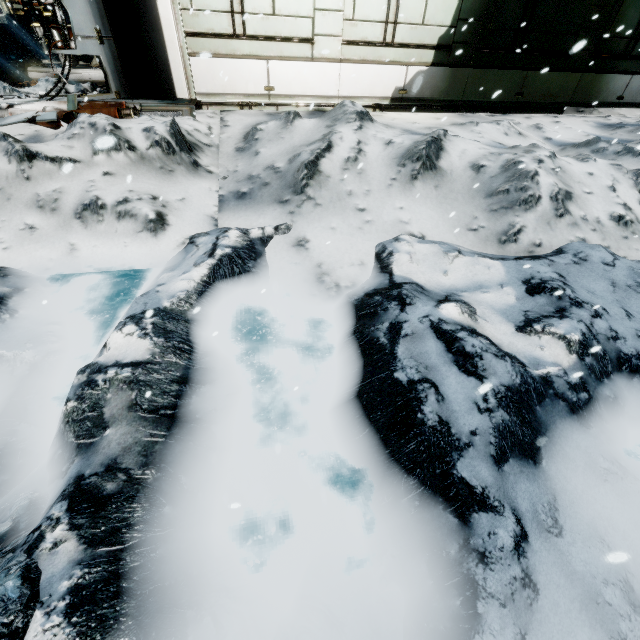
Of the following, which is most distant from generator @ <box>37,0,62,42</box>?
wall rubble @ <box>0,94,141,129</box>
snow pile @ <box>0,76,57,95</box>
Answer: wall rubble @ <box>0,94,141,129</box>

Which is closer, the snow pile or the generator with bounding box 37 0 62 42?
the snow pile

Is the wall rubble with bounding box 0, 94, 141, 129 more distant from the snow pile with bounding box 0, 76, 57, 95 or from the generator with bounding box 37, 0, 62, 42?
the generator with bounding box 37, 0, 62, 42

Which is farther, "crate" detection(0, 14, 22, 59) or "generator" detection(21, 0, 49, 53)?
"crate" detection(0, 14, 22, 59)

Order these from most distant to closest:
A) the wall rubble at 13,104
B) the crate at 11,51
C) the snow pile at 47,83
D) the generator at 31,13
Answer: the crate at 11,51, the generator at 31,13, the snow pile at 47,83, the wall rubble at 13,104

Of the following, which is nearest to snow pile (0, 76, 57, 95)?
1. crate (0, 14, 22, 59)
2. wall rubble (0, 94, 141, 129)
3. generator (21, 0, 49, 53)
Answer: wall rubble (0, 94, 141, 129)

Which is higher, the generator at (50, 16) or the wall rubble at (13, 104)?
the generator at (50, 16)

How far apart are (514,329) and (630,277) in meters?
2.5
